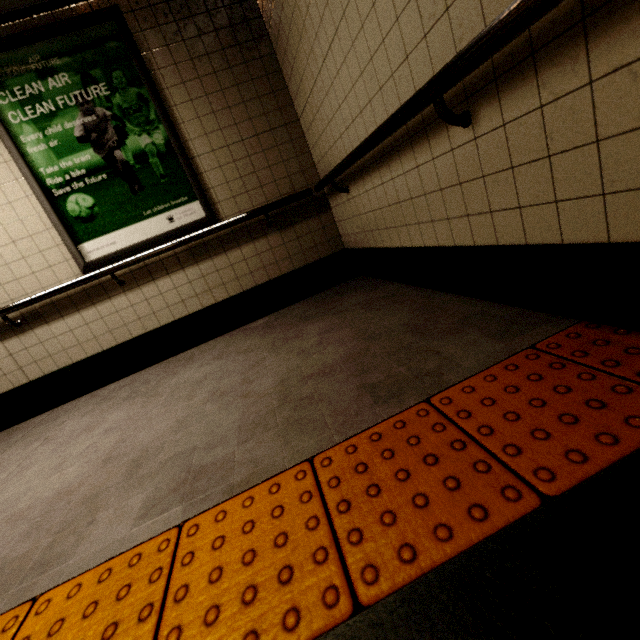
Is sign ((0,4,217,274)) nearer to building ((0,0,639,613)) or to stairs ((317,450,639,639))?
building ((0,0,639,613))

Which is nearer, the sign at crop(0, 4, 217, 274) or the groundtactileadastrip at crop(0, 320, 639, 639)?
the groundtactileadastrip at crop(0, 320, 639, 639)

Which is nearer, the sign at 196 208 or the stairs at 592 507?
the stairs at 592 507

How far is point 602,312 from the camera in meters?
1.2 m

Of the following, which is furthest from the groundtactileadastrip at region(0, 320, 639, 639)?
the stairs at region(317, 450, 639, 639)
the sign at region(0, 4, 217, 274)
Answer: the sign at region(0, 4, 217, 274)

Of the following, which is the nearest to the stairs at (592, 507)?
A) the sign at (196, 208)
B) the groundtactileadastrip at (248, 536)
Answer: the groundtactileadastrip at (248, 536)

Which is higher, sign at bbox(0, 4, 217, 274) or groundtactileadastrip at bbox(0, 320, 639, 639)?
sign at bbox(0, 4, 217, 274)
